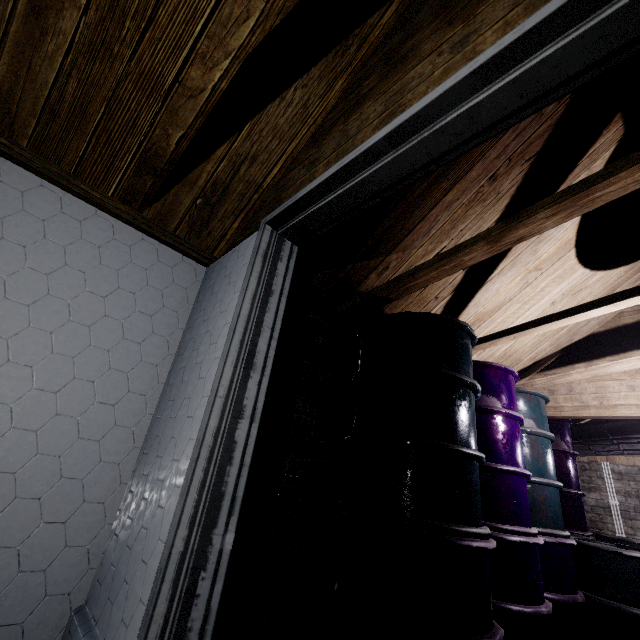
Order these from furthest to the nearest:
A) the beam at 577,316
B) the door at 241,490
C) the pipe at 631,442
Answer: the pipe at 631,442 → the beam at 577,316 → the door at 241,490

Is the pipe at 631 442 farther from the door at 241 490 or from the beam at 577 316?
the door at 241 490

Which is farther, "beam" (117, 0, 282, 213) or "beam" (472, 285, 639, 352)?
"beam" (472, 285, 639, 352)

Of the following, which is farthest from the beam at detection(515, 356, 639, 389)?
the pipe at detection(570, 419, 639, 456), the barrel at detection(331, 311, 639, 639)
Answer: the pipe at detection(570, 419, 639, 456)

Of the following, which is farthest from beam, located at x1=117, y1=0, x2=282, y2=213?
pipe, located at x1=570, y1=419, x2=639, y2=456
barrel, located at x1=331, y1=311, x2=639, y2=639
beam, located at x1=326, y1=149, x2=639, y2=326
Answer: pipe, located at x1=570, y1=419, x2=639, y2=456

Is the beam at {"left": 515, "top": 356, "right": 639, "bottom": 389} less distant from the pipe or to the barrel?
the barrel

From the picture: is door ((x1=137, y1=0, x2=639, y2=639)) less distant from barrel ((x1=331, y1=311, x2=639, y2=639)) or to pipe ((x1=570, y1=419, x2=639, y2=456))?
barrel ((x1=331, y1=311, x2=639, y2=639))

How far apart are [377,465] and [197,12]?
1.89m
